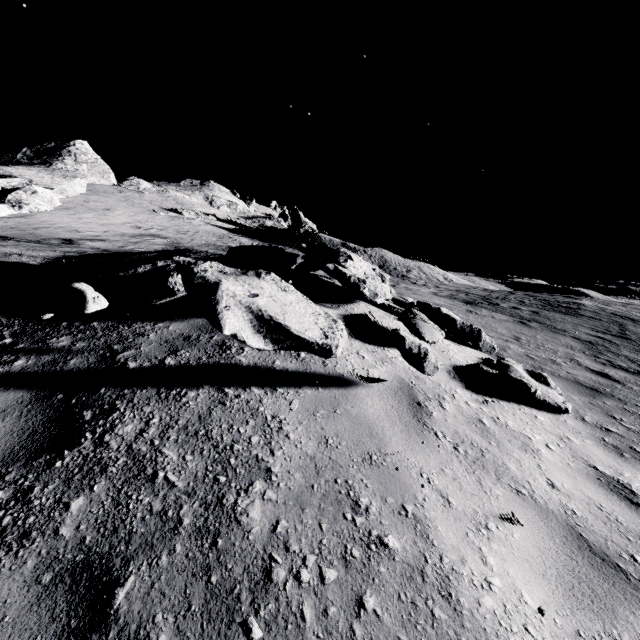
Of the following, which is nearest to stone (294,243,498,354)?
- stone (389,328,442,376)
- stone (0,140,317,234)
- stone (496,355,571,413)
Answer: stone (496,355,571,413)

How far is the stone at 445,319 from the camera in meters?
4.7 m

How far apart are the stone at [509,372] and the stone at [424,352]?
1.4 meters

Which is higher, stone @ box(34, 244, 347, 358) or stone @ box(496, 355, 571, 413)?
stone @ box(34, 244, 347, 358)

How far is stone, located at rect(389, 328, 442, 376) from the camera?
3.4m

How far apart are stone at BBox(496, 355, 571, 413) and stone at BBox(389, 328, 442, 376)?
1.40m

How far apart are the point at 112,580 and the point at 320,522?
1.13m
